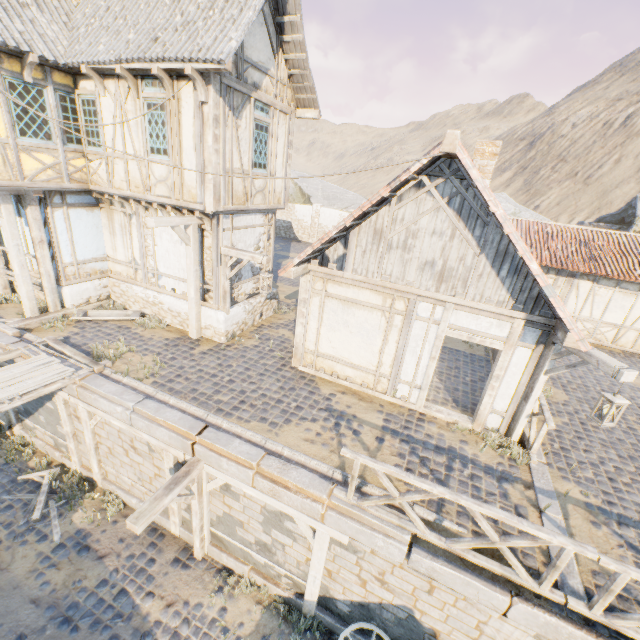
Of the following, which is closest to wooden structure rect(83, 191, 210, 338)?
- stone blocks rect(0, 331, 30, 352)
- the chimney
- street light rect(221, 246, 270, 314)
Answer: stone blocks rect(0, 331, 30, 352)

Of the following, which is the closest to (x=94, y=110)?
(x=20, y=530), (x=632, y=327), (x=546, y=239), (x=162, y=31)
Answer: (x=162, y=31)

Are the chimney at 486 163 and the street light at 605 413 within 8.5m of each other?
yes

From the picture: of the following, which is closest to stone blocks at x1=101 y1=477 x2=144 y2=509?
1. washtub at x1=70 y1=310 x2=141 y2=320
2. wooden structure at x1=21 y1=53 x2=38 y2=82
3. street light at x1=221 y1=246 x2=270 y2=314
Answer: washtub at x1=70 y1=310 x2=141 y2=320

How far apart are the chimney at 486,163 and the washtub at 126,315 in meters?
10.6 m

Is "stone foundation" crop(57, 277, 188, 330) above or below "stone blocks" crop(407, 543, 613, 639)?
above

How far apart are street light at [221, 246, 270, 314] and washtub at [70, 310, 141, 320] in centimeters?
299cm

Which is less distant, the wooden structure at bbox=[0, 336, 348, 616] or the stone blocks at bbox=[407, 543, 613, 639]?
the stone blocks at bbox=[407, 543, 613, 639]
